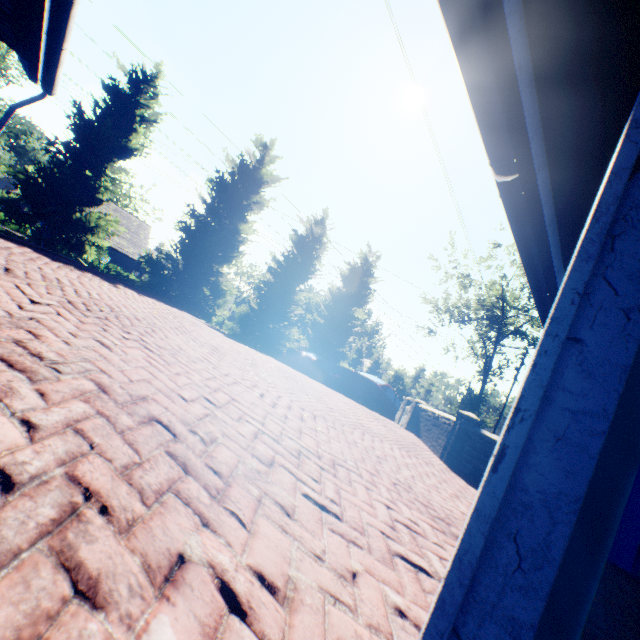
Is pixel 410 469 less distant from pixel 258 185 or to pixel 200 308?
pixel 200 308

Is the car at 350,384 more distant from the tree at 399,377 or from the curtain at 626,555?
the curtain at 626,555

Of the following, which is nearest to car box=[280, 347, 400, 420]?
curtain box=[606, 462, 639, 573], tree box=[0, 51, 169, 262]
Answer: tree box=[0, 51, 169, 262]

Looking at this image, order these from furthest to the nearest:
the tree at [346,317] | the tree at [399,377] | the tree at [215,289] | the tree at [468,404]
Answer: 1. the tree at [399,377]
2. the tree at [468,404]
3. the tree at [346,317]
4. the tree at [215,289]

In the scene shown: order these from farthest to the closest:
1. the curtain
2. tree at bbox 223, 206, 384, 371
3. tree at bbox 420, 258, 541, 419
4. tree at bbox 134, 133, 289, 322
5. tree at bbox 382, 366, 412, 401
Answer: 1. tree at bbox 382, 366, 412, 401
2. tree at bbox 420, 258, 541, 419
3. tree at bbox 223, 206, 384, 371
4. tree at bbox 134, 133, 289, 322
5. the curtain

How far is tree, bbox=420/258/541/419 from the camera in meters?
29.6

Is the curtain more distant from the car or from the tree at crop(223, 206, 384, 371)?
the tree at crop(223, 206, 384, 371)
